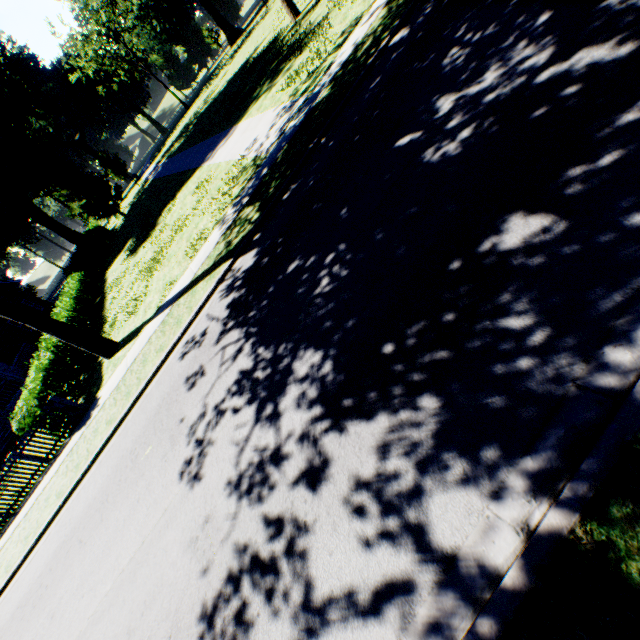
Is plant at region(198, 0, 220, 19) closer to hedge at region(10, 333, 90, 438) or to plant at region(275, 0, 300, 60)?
plant at region(275, 0, 300, 60)

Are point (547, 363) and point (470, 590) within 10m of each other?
yes

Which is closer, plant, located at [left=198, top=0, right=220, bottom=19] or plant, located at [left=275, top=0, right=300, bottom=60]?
plant, located at [left=275, top=0, right=300, bottom=60]

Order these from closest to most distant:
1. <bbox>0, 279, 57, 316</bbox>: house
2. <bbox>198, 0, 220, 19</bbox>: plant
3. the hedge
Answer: the hedge
<bbox>0, 279, 57, 316</bbox>: house
<bbox>198, 0, 220, 19</bbox>: plant

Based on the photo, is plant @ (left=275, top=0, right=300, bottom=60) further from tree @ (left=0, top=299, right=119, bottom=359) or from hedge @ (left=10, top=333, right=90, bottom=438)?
hedge @ (left=10, top=333, right=90, bottom=438)

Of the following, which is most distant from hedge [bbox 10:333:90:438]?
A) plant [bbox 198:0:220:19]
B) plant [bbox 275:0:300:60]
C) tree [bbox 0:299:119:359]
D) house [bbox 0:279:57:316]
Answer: plant [bbox 198:0:220:19]

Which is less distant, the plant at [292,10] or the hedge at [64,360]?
the hedge at [64,360]

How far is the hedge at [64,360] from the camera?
11.30m
